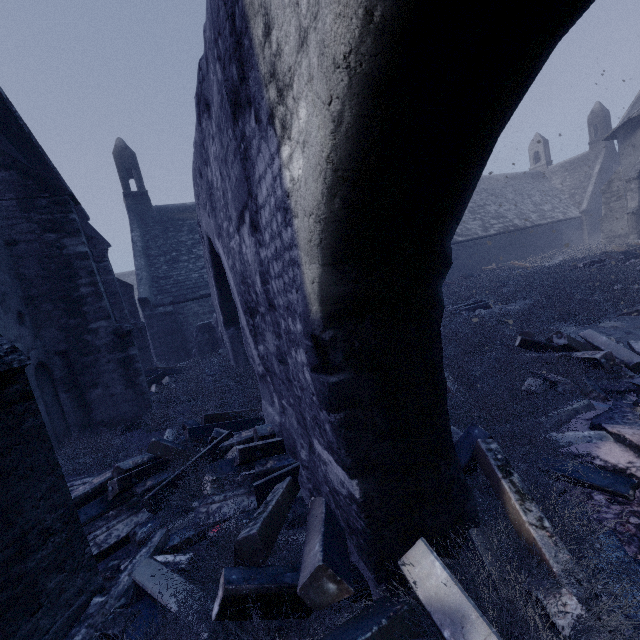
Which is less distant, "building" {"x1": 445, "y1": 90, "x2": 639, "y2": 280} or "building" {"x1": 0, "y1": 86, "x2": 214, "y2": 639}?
"building" {"x1": 0, "y1": 86, "x2": 214, "y2": 639}

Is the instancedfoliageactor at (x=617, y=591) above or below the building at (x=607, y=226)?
below

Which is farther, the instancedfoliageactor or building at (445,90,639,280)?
building at (445,90,639,280)

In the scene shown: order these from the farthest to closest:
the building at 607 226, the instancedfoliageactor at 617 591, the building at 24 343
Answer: the building at 607 226 → the building at 24 343 → the instancedfoliageactor at 617 591

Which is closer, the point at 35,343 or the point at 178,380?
the point at 35,343

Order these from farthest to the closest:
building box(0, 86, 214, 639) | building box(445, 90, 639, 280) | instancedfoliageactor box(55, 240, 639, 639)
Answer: building box(445, 90, 639, 280), building box(0, 86, 214, 639), instancedfoliageactor box(55, 240, 639, 639)

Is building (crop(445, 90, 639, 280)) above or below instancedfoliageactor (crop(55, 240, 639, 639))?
above
